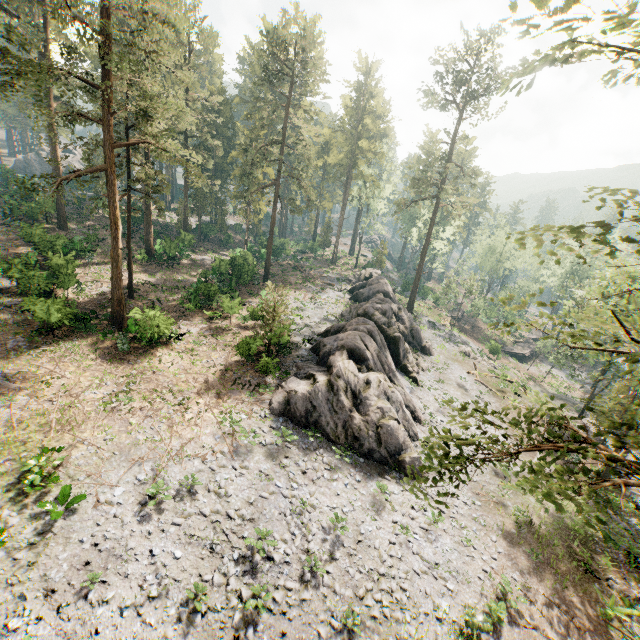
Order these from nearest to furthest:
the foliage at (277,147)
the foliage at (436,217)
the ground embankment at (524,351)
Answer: the foliage at (436,217), the foliage at (277,147), the ground embankment at (524,351)

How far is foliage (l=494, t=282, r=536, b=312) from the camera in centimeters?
787cm

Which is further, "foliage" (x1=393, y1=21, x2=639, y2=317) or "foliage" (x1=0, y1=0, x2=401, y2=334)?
"foliage" (x1=0, y1=0, x2=401, y2=334)

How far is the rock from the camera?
20.2 meters

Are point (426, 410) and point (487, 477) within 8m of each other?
yes

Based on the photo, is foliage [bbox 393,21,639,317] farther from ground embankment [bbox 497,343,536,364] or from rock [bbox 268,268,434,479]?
ground embankment [bbox 497,343,536,364]

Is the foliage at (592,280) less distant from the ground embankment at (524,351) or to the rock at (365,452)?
the rock at (365,452)
